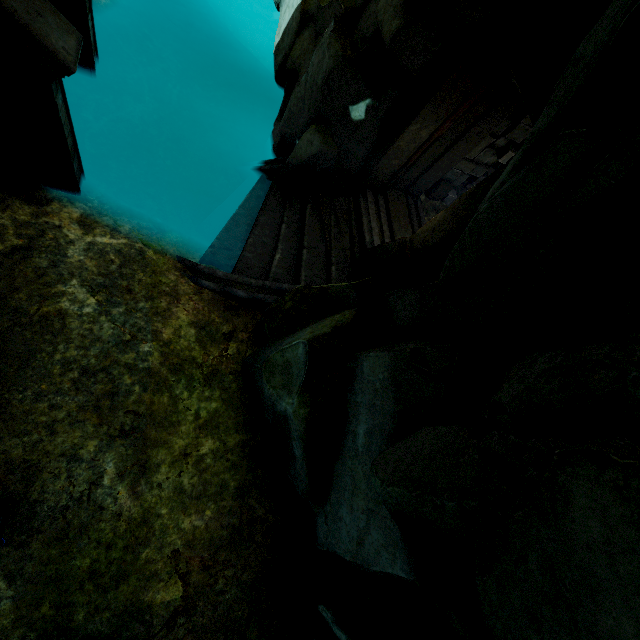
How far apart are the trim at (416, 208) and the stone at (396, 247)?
0.84m

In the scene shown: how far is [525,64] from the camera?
3.9 meters

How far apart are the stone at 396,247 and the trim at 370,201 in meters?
0.0 m

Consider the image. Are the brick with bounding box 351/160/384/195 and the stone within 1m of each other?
no

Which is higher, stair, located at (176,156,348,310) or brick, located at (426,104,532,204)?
brick, located at (426,104,532,204)

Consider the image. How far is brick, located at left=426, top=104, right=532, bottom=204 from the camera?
6.8m

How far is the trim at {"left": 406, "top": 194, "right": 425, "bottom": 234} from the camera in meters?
8.0

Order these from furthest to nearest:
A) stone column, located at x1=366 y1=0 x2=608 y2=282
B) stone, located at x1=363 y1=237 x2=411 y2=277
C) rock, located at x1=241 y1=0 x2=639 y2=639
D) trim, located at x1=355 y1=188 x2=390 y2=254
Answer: trim, located at x1=355 y1=188 x2=390 y2=254 → stone, located at x1=363 y1=237 x2=411 y2=277 → stone column, located at x1=366 y1=0 x2=608 y2=282 → rock, located at x1=241 y1=0 x2=639 y2=639
